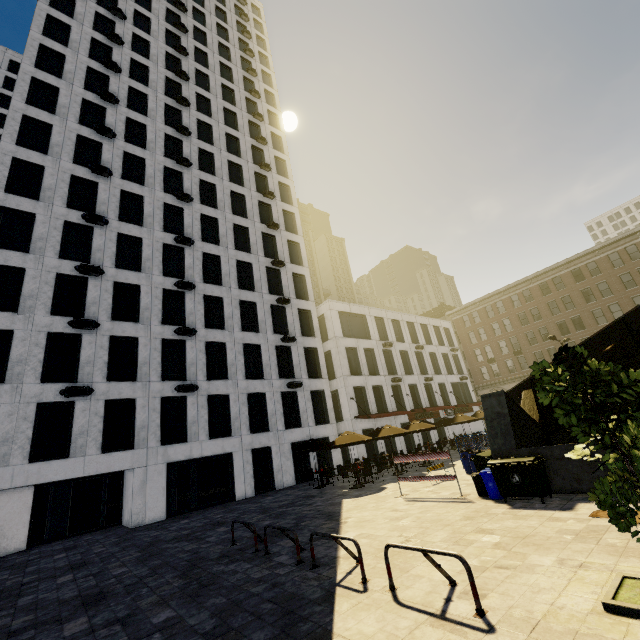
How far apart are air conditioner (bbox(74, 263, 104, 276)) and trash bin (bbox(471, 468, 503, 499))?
23.0 meters

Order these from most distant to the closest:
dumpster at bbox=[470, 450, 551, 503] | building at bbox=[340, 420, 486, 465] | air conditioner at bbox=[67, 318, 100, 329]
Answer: building at bbox=[340, 420, 486, 465] < air conditioner at bbox=[67, 318, 100, 329] < dumpster at bbox=[470, 450, 551, 503]

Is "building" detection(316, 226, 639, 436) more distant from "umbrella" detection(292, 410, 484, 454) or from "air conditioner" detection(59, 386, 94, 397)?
"umbrella" detection(292, 410, 484, 454)

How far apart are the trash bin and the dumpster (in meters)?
0.09

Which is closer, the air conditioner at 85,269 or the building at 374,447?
the air conditioner at 85,269

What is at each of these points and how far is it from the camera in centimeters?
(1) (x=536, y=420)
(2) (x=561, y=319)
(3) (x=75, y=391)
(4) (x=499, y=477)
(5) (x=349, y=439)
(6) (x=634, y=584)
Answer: (1) underground building, 1267cm
(2) building, 4331cm
(3) air conditioner, 1720cm
(4) dumpster, 973cm
(5) umbrella, 1739cm
(6) tree, 438cm

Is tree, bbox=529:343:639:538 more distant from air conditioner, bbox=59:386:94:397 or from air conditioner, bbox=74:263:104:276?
air conditioner, bbox=74:263:104:276

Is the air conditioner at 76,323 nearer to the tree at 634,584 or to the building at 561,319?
the tree at 634,584
